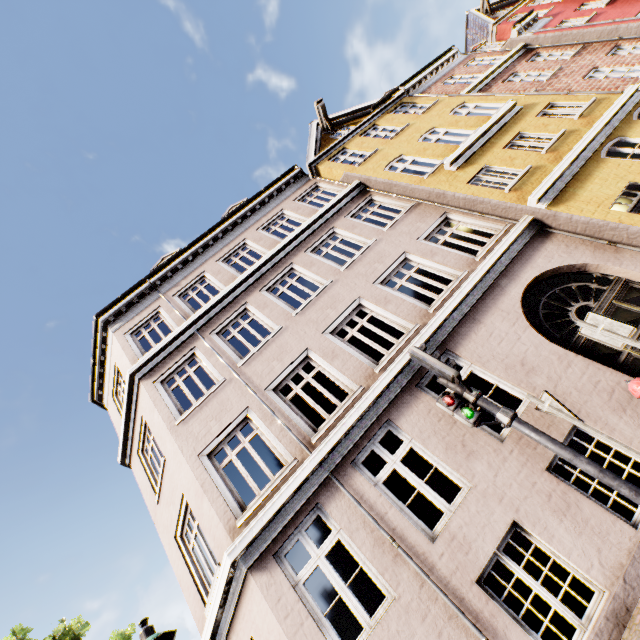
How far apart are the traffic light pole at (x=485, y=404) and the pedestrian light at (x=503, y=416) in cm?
0

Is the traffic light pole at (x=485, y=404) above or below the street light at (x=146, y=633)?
below

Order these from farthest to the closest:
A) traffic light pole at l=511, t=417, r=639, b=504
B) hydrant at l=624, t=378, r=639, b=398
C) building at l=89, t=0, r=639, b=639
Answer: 1. building at l=89, t=0, r=639, b=639
2. hydrant at l=624, t=378, r=639, b=398
3. traffic light pole at l=511, t=417, r=639, b=504

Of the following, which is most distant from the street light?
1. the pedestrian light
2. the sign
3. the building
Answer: the sign

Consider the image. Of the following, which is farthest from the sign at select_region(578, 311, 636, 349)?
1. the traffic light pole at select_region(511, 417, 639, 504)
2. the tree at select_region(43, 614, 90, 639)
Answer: the tree at select_region(43, 614, 90, 639)

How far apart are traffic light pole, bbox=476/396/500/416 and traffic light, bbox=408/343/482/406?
0.05m

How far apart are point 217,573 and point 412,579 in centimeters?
377cm

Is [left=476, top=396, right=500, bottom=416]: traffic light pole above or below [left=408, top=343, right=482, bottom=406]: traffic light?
below
